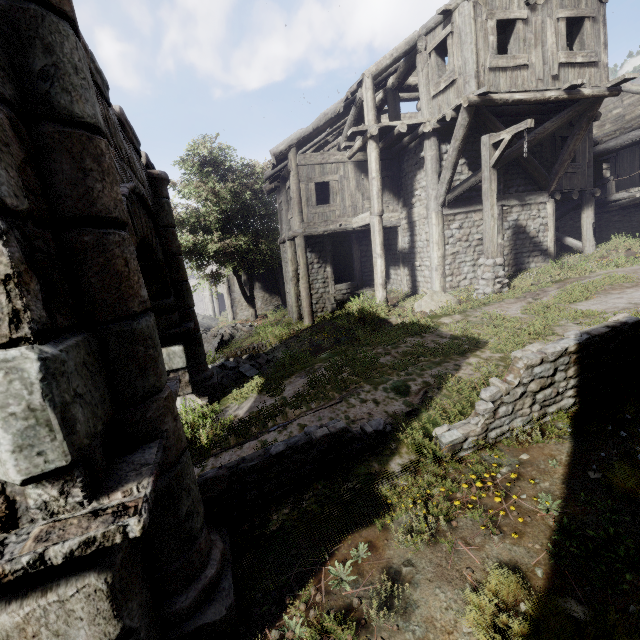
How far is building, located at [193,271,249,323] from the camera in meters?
30.9 m

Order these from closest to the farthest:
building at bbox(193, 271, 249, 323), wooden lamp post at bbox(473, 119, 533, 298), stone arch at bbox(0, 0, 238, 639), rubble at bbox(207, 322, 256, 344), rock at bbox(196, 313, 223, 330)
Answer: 1. stone arch at bbox(0, 0, 238, 639)
2. wooden lamp post at bbox(473, 119, 533, 298)
3. rubble at bbox(207, 322, 256, 344)
4. rock at bbox(196, 313, 223, 330)
5. building at bbox(193, 271, 249, 323)

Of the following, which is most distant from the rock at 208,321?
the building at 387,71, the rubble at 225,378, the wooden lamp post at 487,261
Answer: the wooden lamp post at 487,261

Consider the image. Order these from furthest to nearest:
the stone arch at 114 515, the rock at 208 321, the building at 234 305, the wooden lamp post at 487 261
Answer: the building at 234 305
the rock at 208 321
the wooden lamp post at 487 261
the stone arch at 114 515

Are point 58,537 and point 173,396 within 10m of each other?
yes

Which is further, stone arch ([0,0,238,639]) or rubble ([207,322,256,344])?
rubble ([207,322,256,344])

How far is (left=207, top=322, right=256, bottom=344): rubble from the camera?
18.2m

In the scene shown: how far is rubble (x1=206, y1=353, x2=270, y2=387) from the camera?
9.76m
